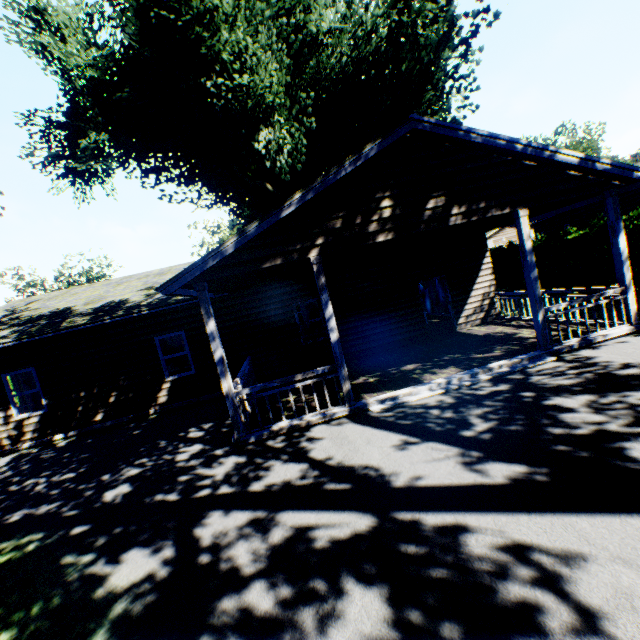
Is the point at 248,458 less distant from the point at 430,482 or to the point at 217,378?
the point at 430,482

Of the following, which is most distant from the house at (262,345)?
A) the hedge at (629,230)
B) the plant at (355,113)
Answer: the hedge at (629,230)

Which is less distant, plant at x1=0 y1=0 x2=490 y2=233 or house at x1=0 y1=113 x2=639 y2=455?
house at x1=0 y1=113 x2=639 y2=455

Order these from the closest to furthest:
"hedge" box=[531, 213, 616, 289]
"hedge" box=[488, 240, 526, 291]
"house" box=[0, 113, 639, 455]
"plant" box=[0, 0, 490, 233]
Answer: "house" box=[0, 113, 639, 455] < "hedge" box=[531, 213, 616, 289] < "plant" box=[0, 0, 490, 233] < "hedge" box=[488, 240, 526, 291]

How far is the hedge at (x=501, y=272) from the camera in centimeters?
1823cm

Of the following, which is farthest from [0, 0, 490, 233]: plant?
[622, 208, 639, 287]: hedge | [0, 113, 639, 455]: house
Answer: [622, 208, 639, 287]: hedge

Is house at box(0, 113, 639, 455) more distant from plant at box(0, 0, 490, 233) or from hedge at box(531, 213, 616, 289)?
hedge at box(531, 213, 616, 289)
